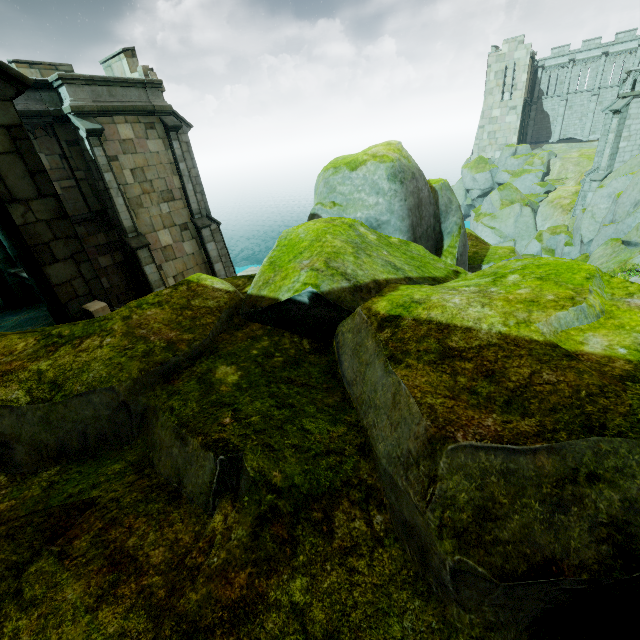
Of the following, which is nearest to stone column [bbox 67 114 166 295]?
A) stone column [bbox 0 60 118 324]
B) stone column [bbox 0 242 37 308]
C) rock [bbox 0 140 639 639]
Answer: rock [bbox 0 140 639 639]

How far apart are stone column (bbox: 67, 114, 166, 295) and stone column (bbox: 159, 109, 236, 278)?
2.72m

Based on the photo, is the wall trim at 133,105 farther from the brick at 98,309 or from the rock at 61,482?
the rock at 61,482

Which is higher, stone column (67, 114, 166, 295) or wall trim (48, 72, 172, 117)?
wall trim (48, 72, 172, 117)

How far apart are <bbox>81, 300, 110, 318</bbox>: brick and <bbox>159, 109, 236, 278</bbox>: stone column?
11.74m

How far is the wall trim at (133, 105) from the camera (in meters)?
12.33

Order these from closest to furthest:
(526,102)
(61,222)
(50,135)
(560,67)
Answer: (61,222) < (50,135) < (526,102) < (560,67)

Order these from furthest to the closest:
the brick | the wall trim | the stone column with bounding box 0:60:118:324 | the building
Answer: the building → the wall trim → the brick → the stone column with bounding box 0:60:118:324
